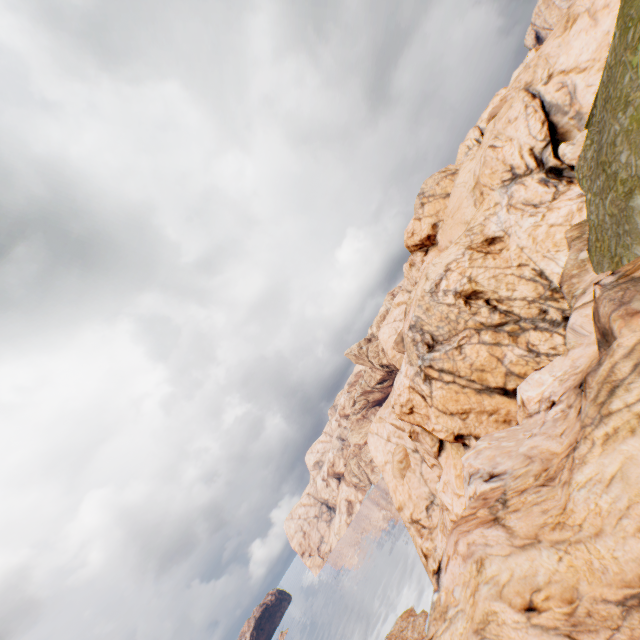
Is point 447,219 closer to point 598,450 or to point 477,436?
point 477,436
